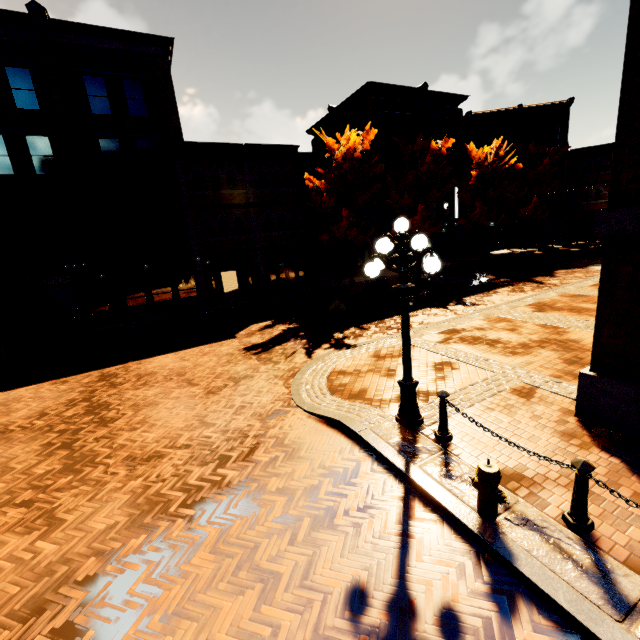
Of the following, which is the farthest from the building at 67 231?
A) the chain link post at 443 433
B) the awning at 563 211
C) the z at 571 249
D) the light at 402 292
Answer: the chain link post at 443 433

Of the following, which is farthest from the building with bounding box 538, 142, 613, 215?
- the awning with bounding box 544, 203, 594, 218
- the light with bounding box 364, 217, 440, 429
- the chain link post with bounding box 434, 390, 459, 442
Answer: the chain link post with bounding box 434, 390, 459, 442

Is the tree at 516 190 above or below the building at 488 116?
below

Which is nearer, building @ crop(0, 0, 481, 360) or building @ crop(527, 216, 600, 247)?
building @ crop(0, 0, 481, 360)

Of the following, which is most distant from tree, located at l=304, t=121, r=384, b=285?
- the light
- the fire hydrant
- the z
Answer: the fire hydrant

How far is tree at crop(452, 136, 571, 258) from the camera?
27.0 meters

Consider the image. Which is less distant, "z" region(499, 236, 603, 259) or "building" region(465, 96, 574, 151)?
"z" region(499, 236, 603, 259)

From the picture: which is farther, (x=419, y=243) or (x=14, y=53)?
(x=14, y=53)
